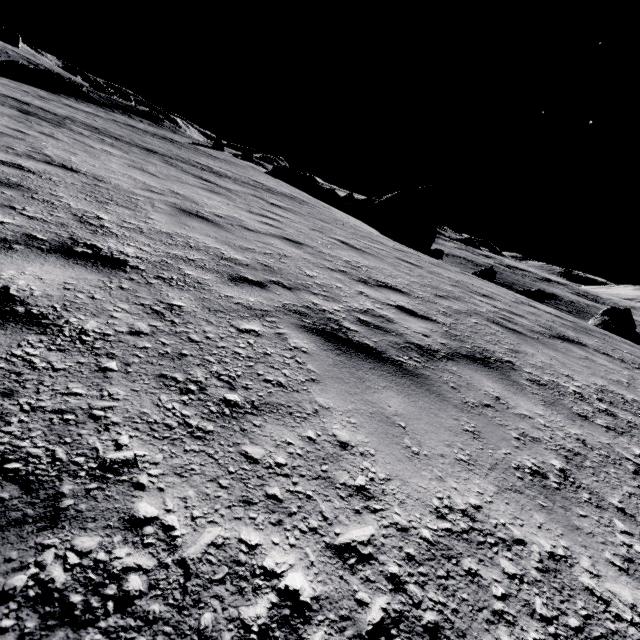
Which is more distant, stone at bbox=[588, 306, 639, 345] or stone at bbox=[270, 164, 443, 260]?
stone at bbox=[270, 164, 443, 260]

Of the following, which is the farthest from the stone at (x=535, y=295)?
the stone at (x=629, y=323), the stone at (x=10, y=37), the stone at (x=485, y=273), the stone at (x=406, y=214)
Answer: the stone at (x=10, y=37)

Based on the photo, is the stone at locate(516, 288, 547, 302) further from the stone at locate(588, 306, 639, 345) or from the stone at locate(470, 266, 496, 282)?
the stone at locate(470, 266, 496, 282)

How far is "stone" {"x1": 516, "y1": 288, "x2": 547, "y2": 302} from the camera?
14.6m

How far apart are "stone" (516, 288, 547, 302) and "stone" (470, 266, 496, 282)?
8.7 meters

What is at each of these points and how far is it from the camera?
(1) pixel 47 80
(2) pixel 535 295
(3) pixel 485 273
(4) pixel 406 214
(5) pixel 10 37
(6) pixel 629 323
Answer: (1) stone, 34.3 meters
(2) stone, 14.7 meters
(3) stone, 24.0 meters
(4) stone, 29.9 meters
(5) stone, 55.3 meters
(6) stone, 16.8 meters

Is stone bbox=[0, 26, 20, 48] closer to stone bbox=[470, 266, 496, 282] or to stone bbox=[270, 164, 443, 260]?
stone bbox=[270, 164, 443, 260]

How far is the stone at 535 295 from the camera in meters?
14.6 m
